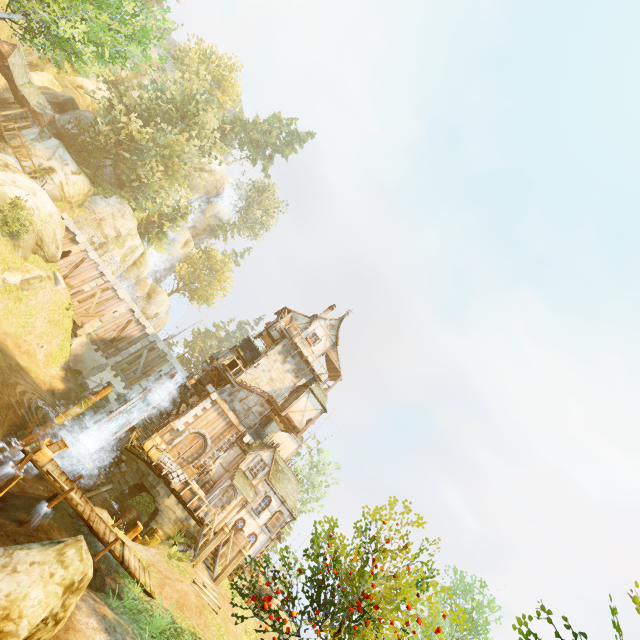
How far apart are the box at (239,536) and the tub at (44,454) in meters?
12.0

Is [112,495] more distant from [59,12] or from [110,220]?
[110,220]

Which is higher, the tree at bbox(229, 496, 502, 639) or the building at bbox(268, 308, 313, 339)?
the building at bbox(268, 308, 313, 339)

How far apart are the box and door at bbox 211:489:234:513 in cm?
178

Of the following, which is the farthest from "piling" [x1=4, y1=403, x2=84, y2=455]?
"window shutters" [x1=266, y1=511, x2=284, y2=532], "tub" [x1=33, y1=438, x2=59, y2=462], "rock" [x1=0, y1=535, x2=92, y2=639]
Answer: "rock" [x1=0, y1=535, x2=92, y2=639]

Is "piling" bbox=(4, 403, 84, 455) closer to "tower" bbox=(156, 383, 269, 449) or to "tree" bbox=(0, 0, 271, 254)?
"tower" bbox=(156, 383, 269, 449)

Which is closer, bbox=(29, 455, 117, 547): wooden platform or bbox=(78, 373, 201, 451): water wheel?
bbox=(29, 455, 117, 547): wooden platform

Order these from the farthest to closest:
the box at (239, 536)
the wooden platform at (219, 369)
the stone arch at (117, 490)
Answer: the wooden platform at (219, 369), the box at (239, 536), the stone arch at (117, 490)
